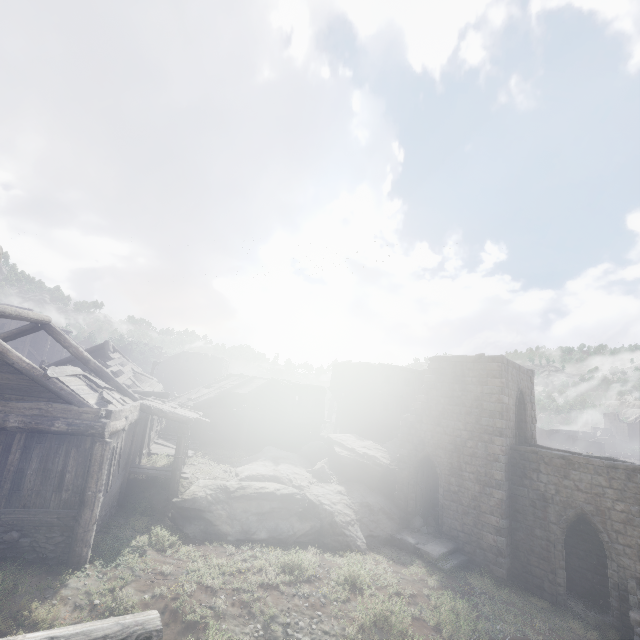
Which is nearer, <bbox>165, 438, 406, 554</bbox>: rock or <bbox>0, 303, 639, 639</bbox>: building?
<bbox>0, 303, 639, 639</bbox>: building

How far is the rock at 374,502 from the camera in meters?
13.4

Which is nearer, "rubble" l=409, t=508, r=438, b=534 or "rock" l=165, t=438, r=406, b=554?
"rock" l=165, t=438, r=406, b=554

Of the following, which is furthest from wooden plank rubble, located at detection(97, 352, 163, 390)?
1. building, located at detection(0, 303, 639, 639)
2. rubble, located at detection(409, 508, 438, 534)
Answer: rubble, located at detection(409, 508, 438, 534)

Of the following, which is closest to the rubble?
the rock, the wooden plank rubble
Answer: the rock

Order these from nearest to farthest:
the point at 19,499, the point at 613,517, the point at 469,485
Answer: the point at 19,499, the point at 613,517, the point at 469,485

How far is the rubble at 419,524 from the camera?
17.42m

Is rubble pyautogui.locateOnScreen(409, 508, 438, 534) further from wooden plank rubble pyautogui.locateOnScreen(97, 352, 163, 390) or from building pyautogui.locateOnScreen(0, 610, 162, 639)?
wooden plank rubble pyautogui.locateOnScreen(97, 352, 163, 390)
